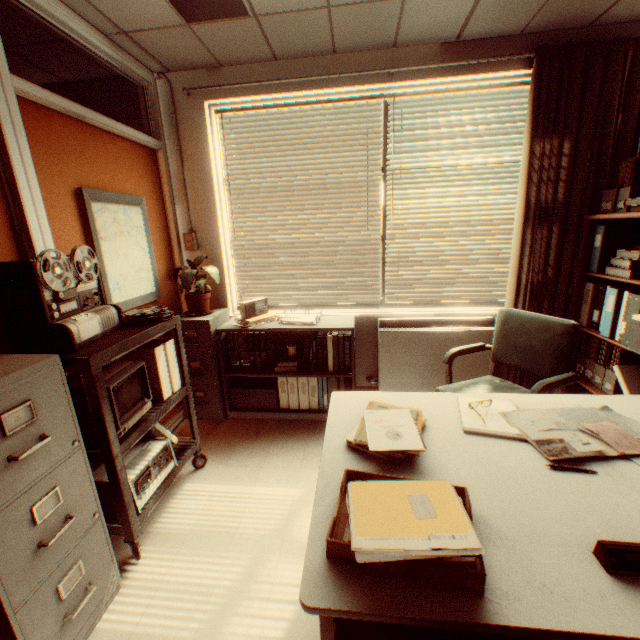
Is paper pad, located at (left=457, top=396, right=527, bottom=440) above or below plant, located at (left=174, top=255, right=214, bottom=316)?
below

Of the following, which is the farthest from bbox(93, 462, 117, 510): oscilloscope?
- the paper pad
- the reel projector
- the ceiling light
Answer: the ceiling light

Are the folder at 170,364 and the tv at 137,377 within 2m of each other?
yes

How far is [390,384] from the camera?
3.57m

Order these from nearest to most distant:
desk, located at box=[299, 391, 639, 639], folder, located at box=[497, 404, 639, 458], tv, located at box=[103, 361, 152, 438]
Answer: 1. desk, located at box=[299, 391, 639, 639]
2. folder, located at box=[497, 404, 639, 458]
3. tv, located at box=[103, 361, 152, 438]

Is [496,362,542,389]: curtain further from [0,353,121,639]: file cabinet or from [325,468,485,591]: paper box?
[0,353,121,639]: file cabinet

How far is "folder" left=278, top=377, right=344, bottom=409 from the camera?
3.4m

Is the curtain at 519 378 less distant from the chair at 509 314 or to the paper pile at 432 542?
the chair at 509 314
